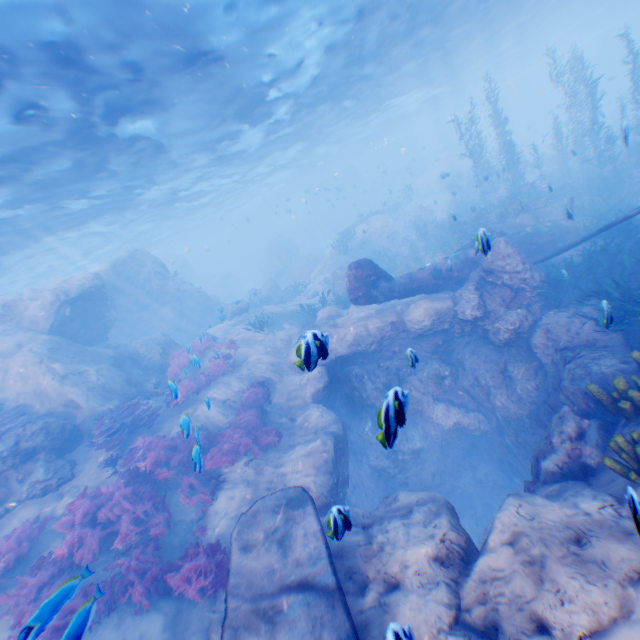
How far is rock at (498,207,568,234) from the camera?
15.9m

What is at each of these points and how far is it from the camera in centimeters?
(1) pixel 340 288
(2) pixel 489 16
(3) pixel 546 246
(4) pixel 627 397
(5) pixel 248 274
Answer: (1) rock, 2111cm
(2) light, 2253cm
(3) plane, 1388cm
(4) instancedfoliageactor, 543cm
(5) submarine, 5662cm

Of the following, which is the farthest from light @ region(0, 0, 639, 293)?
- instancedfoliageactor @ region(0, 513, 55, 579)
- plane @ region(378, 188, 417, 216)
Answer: instancedfoliageactor @ region(0, 513, 55, 579)

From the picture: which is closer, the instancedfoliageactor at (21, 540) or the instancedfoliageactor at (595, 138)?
the instancedfoliageactor at (21, 540)

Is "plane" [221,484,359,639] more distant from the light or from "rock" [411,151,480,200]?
the light

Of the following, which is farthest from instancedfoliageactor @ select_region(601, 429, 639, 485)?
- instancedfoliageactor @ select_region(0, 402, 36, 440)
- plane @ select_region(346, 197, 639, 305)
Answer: instancedfoliageactor @ select_region(0, 402, 36, 440)

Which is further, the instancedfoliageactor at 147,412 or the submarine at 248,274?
the submarine at 248,274

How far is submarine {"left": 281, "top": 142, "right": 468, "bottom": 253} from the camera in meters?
50.2 m
